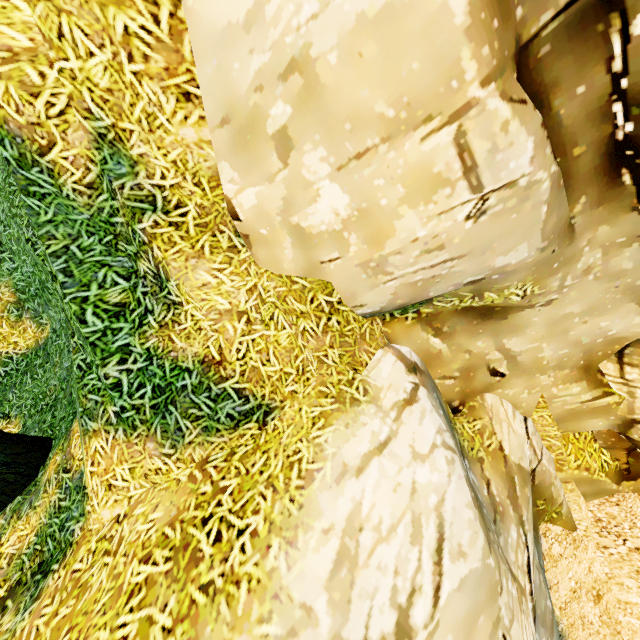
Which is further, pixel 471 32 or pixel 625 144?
pixel 625 144
